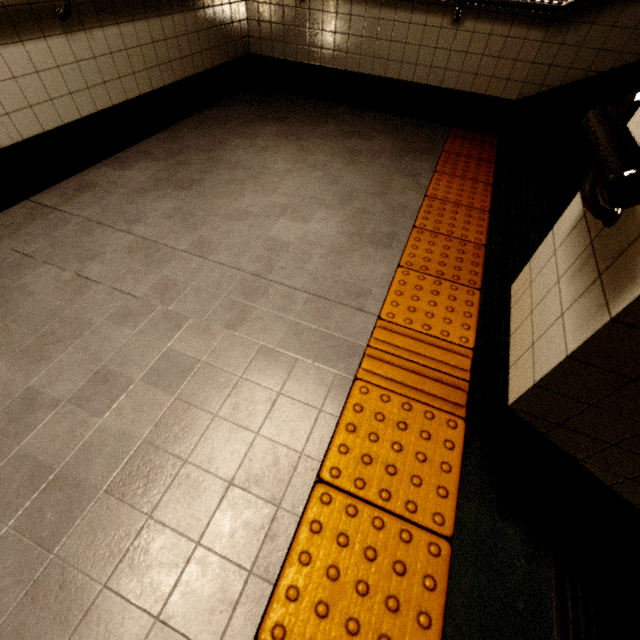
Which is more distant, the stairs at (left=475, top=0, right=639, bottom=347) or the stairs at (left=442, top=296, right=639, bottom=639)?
the stairs at (left=475, top=0, right=639, bottom=347)

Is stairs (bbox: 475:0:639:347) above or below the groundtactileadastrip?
above

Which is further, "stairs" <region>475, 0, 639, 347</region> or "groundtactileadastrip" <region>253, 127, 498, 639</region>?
"stairs" <region>475, 0, 639, 347</region>

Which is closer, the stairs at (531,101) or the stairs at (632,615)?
the stairs at (632,615)

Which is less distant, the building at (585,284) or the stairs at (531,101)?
the building at (585,284)

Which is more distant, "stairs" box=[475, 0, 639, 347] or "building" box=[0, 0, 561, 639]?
"stairs" box=[475, 0, 639, 347]

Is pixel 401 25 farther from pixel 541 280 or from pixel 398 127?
pixel 541 280

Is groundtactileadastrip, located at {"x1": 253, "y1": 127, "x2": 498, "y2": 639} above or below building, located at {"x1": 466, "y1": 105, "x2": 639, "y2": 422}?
below
